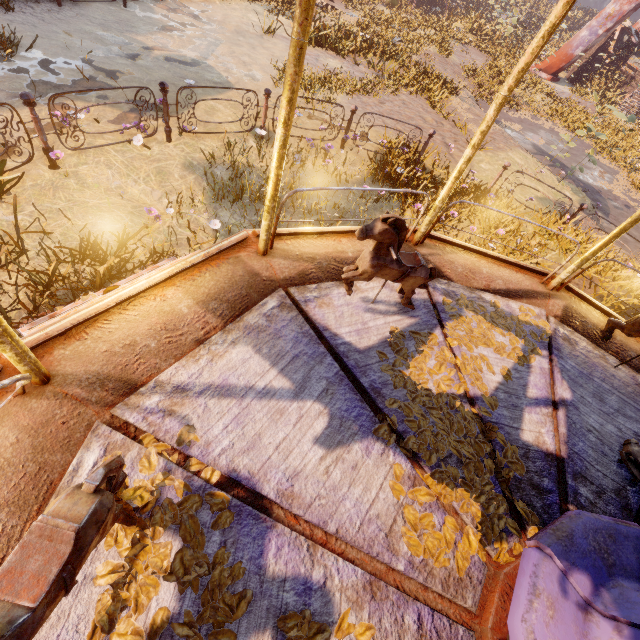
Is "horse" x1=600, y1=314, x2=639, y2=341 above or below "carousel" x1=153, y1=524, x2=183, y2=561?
above

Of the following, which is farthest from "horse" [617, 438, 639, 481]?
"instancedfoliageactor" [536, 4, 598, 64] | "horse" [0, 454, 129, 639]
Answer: "instancedfoliageactor" [536, 4, 598, 64]

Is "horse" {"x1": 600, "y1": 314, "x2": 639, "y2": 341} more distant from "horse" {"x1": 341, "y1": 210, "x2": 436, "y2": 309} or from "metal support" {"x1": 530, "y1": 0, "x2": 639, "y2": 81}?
"metal support" {"x1": 530, "y1": 0, "x2": 639, "y2": 81}

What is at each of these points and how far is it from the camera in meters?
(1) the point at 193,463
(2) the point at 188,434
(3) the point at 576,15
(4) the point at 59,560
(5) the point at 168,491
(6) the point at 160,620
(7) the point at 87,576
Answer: (1) instancedfoliageactor, 2.0 m
(2) instancedfoliageactor, 2.1 m
(3) instancedfoliageactor, 45.2 m
(4) horse, 1.1 m
(5) carousel, 1.9 m
(6) instancedfoliageactor, 1.6 m
(7) carousel, 1.6 m

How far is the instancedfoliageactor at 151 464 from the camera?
1.9 meters

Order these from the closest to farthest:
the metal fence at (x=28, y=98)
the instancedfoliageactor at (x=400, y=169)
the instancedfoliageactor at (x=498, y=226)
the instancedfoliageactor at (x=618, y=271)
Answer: the metal fence at (x=28, y=98)
the instancedfoliageactor at (x=618, y=271)
the instancedfoliageactor at (x=498, y=226)
the instancedfoliageactor at (x=400, y=169)

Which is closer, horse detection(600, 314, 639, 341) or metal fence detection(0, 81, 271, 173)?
horse detection(600, 314, 639, 341)

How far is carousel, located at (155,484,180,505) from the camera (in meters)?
1.83
